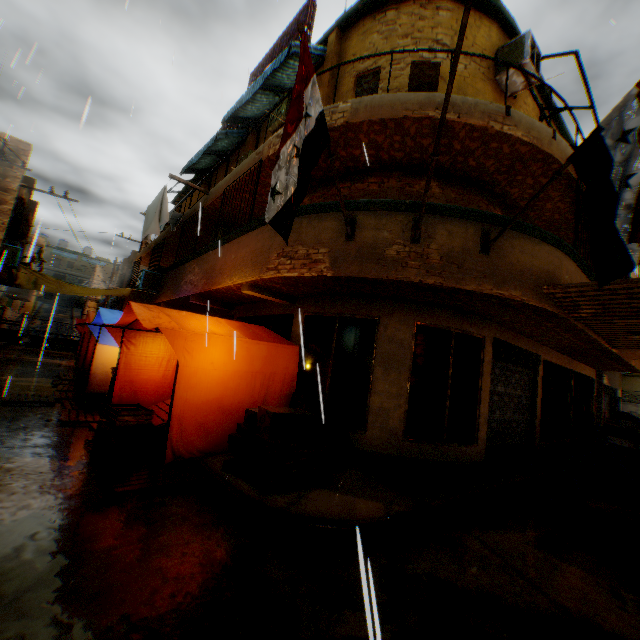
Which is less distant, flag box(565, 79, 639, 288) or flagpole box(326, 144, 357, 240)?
flag box(565, 79, 639, 288)

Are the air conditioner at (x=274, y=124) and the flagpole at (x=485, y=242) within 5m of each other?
no

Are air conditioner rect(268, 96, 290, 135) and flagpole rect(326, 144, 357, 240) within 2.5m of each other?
no

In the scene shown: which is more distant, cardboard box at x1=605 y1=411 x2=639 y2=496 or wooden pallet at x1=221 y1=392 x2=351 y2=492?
cardboard box at x1=605 y1=411 x2=639 y2=496

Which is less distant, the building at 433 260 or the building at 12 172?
the building at 433 260

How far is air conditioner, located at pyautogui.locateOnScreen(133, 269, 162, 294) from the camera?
12.7 meters

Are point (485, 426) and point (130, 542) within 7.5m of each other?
yes

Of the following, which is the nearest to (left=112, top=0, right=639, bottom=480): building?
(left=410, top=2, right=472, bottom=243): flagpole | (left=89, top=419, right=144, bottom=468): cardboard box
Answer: (left=410, top=2, right=472, bottom=243): flagpole
